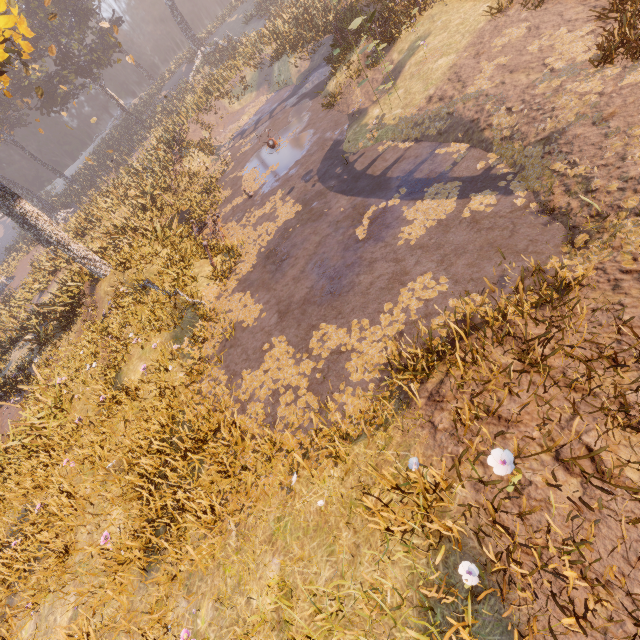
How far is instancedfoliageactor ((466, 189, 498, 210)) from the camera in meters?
5.9 m

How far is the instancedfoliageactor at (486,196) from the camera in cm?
592

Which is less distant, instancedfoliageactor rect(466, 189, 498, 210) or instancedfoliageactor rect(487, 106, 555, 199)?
instancedfoliageactor rect(487, 106, 555, 199)

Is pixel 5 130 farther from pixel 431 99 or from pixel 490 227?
pixel 490 227

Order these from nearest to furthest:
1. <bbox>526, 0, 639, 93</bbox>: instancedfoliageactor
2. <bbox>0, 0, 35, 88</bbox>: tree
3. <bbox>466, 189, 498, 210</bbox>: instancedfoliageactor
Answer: <bbox>526, 0, 639, 93</bbox>: instancedfoliageactor → <bbox>466, 189, 498, 210</bbox>: instancedfoliageactor → <bbox>0, 0, 35, 88</bbox>: tree

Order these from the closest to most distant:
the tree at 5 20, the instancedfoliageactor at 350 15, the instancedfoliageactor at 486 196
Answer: the instancedfoliageactor at 486 196, the instancedfoliageactor at 350 15, the tree at 5 20

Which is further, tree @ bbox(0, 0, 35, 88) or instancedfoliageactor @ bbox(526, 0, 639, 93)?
tree @ bbox(0, 0, 35, 88)

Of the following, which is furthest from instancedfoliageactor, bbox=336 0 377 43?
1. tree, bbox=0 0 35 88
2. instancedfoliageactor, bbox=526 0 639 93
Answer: instancedfoliageactor, bbox=526 0 639 93
